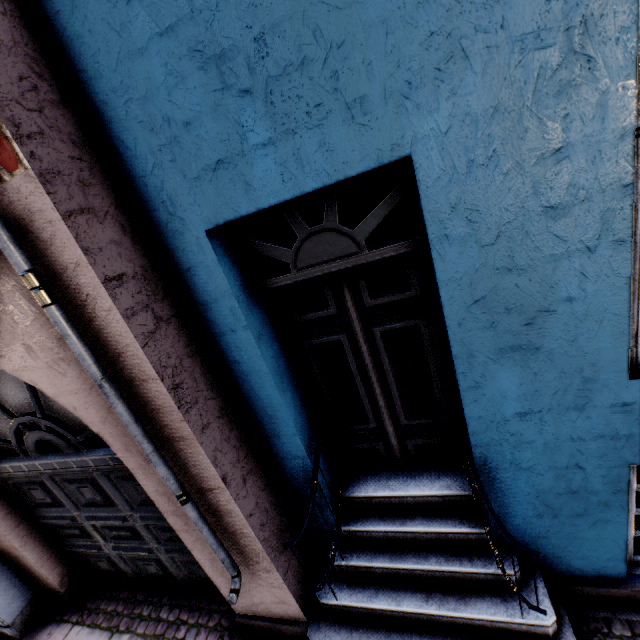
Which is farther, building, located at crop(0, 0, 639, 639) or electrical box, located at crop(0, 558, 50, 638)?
electrical box, located at crop(0, 558, 50, 638)

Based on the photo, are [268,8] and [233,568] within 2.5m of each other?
no

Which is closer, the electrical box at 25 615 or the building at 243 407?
the building at 243 407
